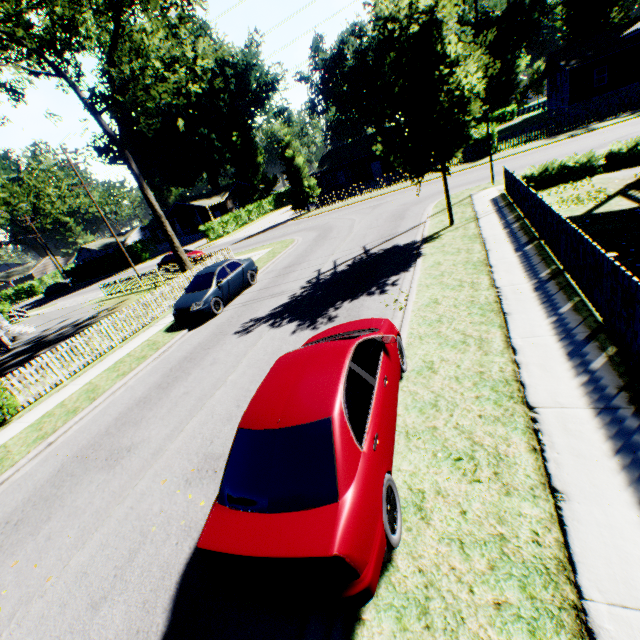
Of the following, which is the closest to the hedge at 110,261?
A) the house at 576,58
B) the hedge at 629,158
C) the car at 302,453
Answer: the hedge at 629,158

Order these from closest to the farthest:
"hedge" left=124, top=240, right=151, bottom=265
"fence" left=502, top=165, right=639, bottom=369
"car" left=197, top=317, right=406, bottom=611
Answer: "car" left=197, top=317, right=406, bottom=611
"fence" left=502, top=165, right=639, bottom=369
"hedge" left=124, top=240, right=151, bottom=265

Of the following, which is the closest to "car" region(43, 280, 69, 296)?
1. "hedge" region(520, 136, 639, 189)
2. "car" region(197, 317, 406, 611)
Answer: "car" region(197, 317, 406, 611)

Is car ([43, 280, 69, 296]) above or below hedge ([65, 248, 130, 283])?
below

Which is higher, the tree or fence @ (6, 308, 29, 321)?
the tree

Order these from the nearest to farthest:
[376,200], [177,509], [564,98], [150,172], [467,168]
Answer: [177,509] < [467,168] < [376,200] < [564,98] < [150,172]

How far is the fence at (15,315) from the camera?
35.0 meters

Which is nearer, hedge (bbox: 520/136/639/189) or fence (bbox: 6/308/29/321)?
hedge (bbox: 520/136/639/189)
